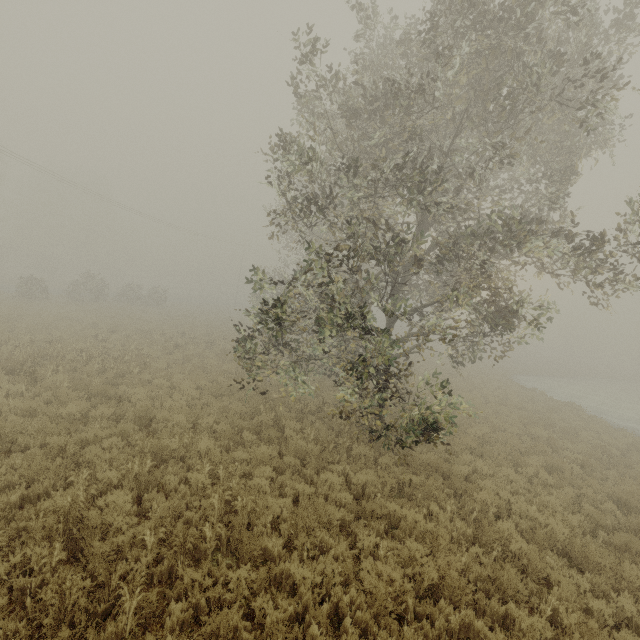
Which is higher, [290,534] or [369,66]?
[369,66]
